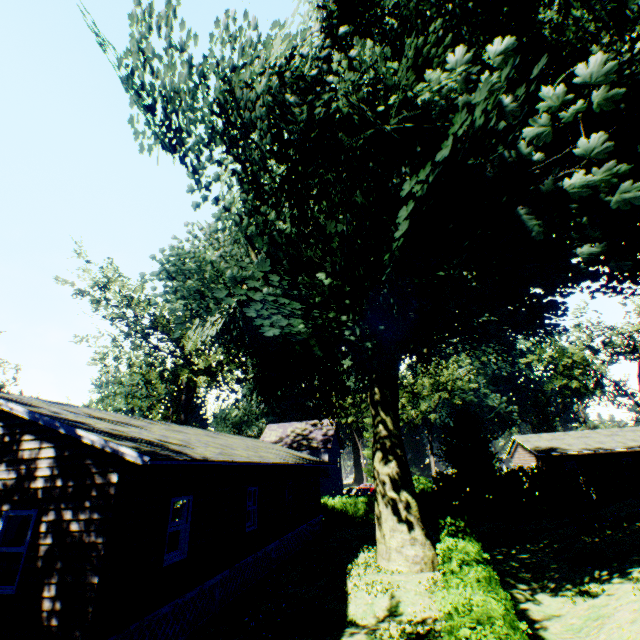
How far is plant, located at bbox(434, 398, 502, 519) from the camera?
24.92m

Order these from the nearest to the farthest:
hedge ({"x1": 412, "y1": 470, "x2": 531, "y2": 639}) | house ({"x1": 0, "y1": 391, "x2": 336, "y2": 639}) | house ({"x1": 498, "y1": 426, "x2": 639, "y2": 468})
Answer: hedge ({"x1": 412, "y1": 470, "x2": 531, "y2": 639}) → house ({"x1": 0, "y1": 391, "x2": 336, "y2": 639}) → house ({"x1": 498, "y1": 426, "x2": 639, "y2": 468})

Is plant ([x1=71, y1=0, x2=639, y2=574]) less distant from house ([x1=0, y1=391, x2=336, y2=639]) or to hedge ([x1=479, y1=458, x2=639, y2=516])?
house ([x1=0, y1=391, x2=336, y2=639])

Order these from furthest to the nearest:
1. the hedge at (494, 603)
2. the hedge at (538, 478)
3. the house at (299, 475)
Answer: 1. the hedge at (538, 478)
2. the house at (299, 475)
3. the hedge at (494, 603)

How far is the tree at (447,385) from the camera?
49.09m

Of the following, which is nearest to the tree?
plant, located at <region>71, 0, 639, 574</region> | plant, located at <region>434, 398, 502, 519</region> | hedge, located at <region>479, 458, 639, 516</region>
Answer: hedge, located at <region>479, 458, 639, 516</region>

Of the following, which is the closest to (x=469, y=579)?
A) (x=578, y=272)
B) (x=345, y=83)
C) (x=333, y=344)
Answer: (x=578, y=272)

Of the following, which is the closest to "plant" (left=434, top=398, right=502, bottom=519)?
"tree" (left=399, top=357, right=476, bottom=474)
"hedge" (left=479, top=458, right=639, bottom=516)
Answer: "hedge" (left=479, top=458, right=639, bottom=516)
